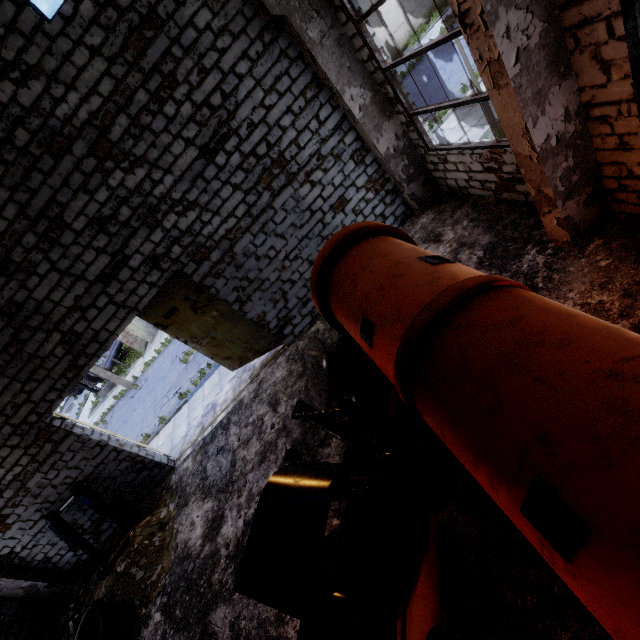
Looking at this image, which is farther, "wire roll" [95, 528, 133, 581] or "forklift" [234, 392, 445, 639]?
"wire roll" [95, 528, 133, 581]

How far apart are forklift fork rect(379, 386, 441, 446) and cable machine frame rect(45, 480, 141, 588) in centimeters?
808cm

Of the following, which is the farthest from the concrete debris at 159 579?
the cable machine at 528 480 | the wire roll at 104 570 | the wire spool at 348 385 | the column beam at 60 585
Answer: the cable machine at 528 480

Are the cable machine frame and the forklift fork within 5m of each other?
no

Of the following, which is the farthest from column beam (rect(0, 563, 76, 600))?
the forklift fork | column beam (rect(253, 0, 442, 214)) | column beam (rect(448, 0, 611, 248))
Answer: column beam (rect(448, 0, 611, 248))

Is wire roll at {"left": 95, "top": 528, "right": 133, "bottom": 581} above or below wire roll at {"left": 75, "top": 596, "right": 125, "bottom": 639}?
above

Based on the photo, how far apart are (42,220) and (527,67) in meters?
8.8 m

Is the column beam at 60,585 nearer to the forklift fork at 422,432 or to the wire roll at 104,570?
the wire roll at 104,570
